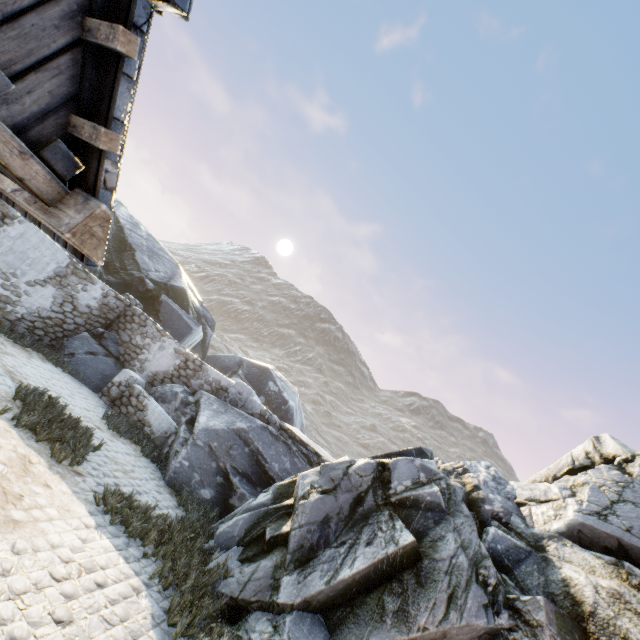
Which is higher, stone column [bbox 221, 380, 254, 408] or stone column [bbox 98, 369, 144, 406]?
stone column [bbox 221, 380, 254, 408]

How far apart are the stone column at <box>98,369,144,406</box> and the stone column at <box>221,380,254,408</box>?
2.75m

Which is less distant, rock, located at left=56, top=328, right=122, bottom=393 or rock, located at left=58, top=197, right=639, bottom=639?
rock, located at left=58, top=197, right=639, bottom=639

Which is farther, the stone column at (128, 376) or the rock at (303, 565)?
the stone column at (128, 376)

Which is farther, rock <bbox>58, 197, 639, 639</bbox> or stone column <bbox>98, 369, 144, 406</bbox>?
stone column <bbox>98, 369, 144, 406</bbox>

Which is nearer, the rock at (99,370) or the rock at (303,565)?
the rock at (303,565)

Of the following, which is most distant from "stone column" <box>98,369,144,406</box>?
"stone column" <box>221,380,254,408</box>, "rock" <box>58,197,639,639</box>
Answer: "stone column" <box>221,380,254,408</box>

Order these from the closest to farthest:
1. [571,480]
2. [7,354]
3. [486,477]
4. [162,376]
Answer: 1. [571,480]
2. [486,477]
3. [7,354]
4. [162,376]
